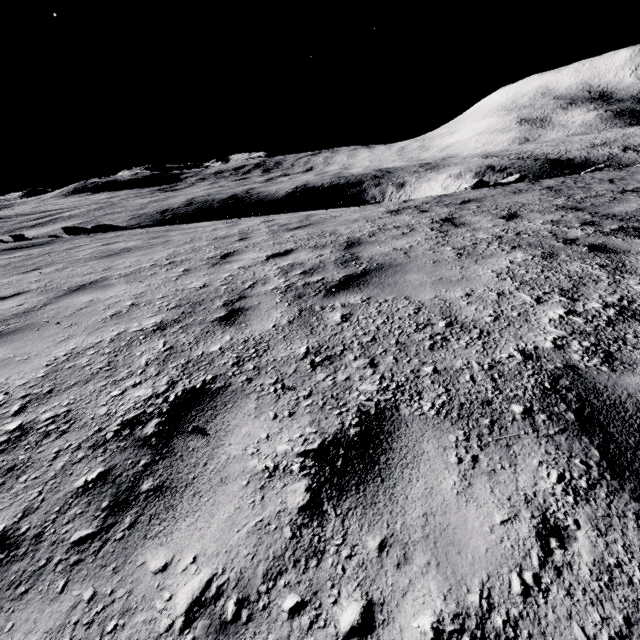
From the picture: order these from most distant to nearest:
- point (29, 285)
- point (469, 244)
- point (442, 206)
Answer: point (442, 206)
point (29, 285)
point (469, 244)
